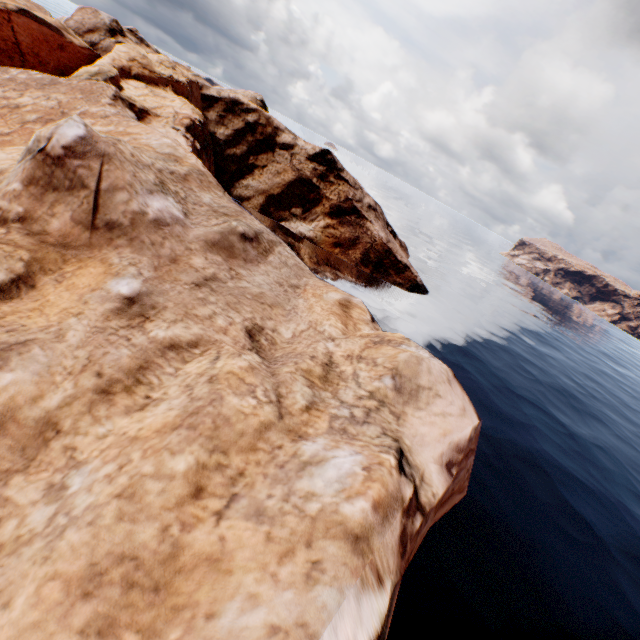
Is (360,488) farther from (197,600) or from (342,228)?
(342,228)
